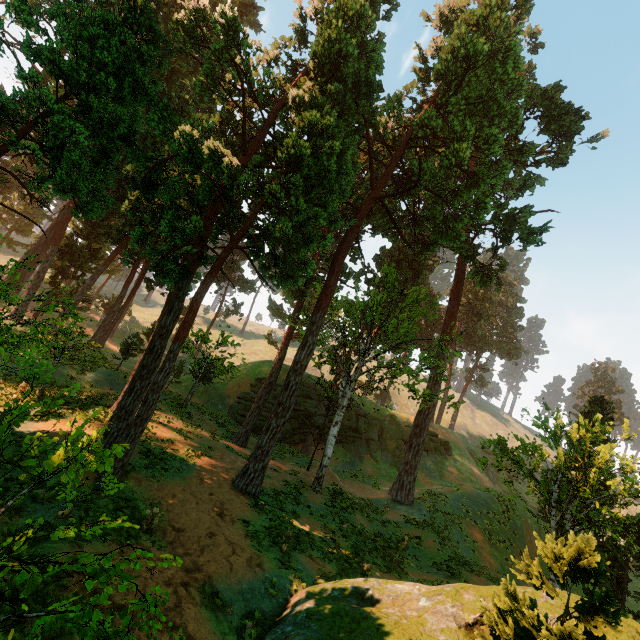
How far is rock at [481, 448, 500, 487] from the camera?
46.6m

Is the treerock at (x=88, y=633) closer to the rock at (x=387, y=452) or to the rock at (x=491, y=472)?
the rock at (x=387, y=452)

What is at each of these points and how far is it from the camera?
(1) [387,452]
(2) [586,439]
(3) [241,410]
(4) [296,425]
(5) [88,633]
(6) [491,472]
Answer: (1) rock, 39.1m
(2) treerock, 14.3m
(3) rock, 35.3m
(4) rock, 35.0m
(5) treerock, 3.8m
(6) rock, 48.6m

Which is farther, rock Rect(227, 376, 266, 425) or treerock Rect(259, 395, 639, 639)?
rock Rect(227, 376, 266, 425)

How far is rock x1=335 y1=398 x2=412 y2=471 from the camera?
37.06m

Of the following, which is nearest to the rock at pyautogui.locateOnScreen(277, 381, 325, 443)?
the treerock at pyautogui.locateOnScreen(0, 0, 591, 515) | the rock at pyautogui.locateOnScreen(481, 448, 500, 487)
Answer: the treerock at pyautogui.locateOnScreen(0, 0, 591, 515)

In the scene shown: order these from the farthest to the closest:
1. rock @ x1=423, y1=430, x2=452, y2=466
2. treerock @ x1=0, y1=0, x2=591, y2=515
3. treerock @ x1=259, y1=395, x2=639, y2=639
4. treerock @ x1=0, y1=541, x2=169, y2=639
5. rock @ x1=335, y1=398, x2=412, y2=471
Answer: rock @ x1=423, y1=430, x2=452, y2=466 < rock @ x1=335, y1=398, x2=412, y2=471 < treerock @ x1=0, y1=0, x2=591, y2=515 < treerock @ x1=259, y1=395, x2=639, y2=639 < treerock @ x1=0, y1=541, x2=169, y2=639
